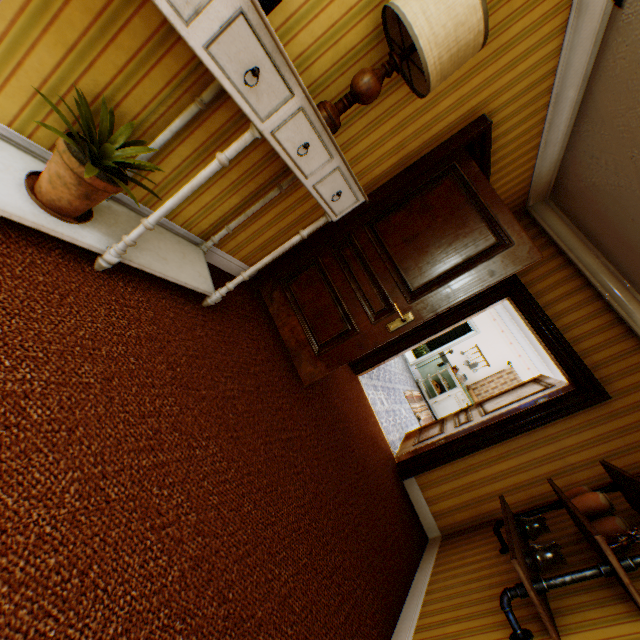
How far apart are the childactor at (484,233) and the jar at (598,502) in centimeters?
163cm

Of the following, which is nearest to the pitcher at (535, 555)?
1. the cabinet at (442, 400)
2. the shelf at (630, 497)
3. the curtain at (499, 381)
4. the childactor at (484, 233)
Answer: the shelf at (630, 497)

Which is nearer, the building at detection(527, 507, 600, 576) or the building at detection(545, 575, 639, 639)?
the building at detection(545, 575, 639, 639)

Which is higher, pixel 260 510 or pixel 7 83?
pixel 7 83

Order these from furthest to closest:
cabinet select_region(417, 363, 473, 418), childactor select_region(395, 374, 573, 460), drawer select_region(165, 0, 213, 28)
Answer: cabinet select_region(417, 363, 473, 418)
childactor select_region(395, 374, 573, 460)
drawer select_region(165, 0, 213, 28)

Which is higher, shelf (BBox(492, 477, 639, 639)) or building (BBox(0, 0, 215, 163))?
shelf (BBox(492, 477, 639, 639))

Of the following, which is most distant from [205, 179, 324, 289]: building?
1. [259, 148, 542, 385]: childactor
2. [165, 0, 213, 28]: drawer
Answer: [165, 0, 213, 28]: drawer

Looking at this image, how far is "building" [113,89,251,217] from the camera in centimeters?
175cm
